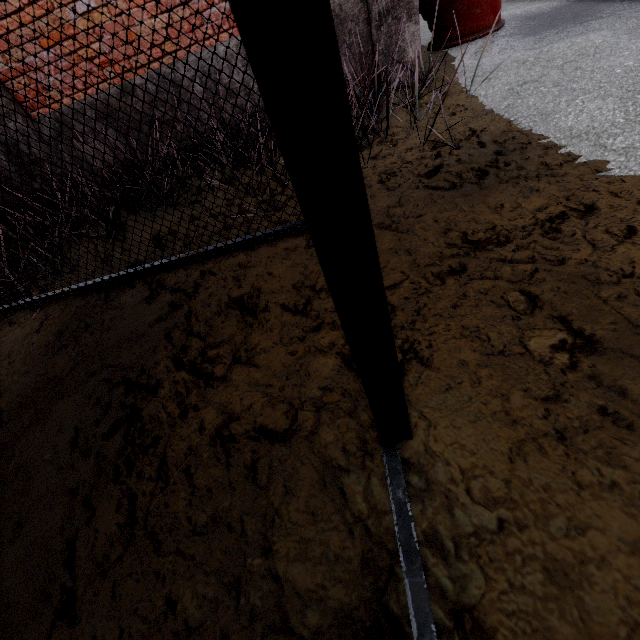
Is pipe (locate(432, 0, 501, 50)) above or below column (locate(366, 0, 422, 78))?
below

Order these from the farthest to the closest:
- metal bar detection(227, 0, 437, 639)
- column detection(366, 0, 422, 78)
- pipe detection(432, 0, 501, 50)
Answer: pipe detection(432, 0, 501, 50) → column detection(366, 0, 422, 78) → metal bar detection(227, 0, 437, 639)

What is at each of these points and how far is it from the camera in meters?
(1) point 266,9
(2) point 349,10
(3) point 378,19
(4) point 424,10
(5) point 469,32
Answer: (1) metal bar, 0.3 m
(2) foundation, 3.5 m
(3) column, 3.5 m
(4) pipe, 4.6 m
(5) pipe, 4.5 m

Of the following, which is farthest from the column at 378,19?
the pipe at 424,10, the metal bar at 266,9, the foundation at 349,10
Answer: the metal bar at 266,9

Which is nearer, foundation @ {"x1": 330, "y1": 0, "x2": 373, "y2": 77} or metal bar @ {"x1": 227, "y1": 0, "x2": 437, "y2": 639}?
metal bar @ {"x1": 227, "y1": 0, "x2": 437, "y2": 639}

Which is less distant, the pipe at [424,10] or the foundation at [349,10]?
the foundation at [349,10]

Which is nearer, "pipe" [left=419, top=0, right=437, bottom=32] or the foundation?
the foundation
